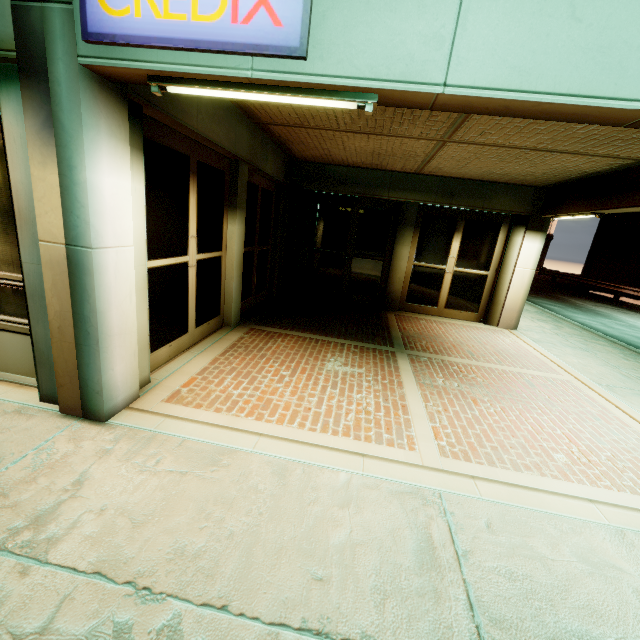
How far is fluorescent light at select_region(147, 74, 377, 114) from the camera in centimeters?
222cm

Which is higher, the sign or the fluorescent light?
the sign

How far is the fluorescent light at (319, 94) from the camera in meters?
2.2

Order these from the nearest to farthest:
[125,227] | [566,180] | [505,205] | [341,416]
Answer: [125,227] → [341,416] → [566,180] → [505,205]

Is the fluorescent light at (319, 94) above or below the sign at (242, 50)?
below
